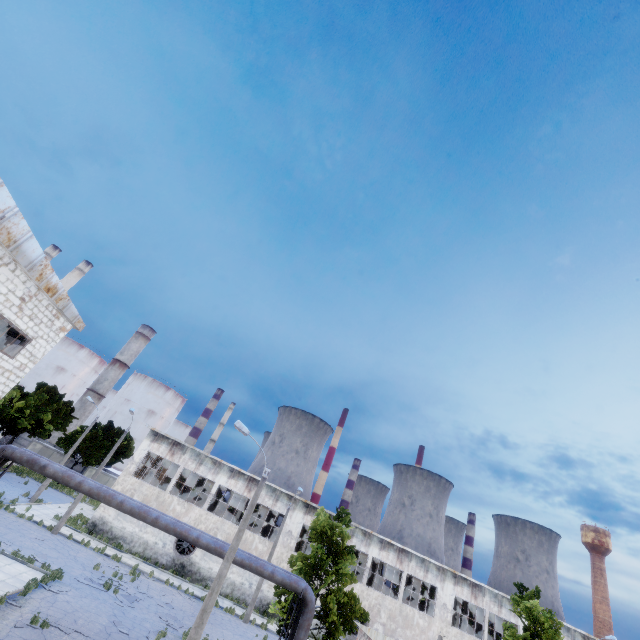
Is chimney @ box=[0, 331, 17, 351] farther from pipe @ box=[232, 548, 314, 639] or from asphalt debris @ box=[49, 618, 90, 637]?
asphalt debris @ box=[49, 618, 90, 637]

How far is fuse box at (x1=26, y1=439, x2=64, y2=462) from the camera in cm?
4644

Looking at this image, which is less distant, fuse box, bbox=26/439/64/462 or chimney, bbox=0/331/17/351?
Answer: fuse box, bbox=26/439/64/462

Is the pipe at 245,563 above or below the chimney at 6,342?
below

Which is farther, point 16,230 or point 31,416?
point 31,416

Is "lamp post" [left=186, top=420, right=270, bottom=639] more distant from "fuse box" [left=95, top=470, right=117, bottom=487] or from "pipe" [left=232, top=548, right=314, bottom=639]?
"fuse box" [left=95, top=470, right=117, bottom=487]

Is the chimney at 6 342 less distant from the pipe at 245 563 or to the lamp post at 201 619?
the pipe at 245 563

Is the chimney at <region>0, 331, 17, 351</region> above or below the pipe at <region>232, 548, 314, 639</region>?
above
